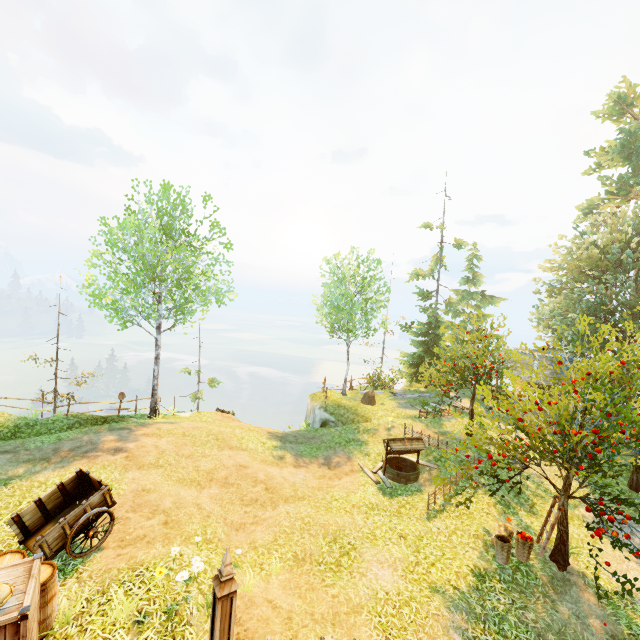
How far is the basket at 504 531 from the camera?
9.38m

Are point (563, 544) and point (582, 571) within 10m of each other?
yes

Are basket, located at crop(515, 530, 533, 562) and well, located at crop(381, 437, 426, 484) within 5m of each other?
yes

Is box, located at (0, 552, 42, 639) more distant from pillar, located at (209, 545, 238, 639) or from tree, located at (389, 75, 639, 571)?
tree, located at (389, 75, 639, 571)

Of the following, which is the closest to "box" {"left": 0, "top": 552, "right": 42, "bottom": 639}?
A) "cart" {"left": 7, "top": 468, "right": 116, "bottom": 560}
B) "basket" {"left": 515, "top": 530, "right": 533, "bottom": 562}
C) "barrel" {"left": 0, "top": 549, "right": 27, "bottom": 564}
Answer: "barrel" {"left": 0, "top": 549, "right": 27, "bottom": 564}

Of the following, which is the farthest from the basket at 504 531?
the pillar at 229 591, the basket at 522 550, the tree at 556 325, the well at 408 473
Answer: the pillar at 229 591

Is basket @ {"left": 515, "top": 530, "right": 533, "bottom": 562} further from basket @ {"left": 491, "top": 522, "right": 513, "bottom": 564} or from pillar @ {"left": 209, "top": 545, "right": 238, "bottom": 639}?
pillar @ {"left": 209, "top": 545, "right": 238, "bottom": 639}

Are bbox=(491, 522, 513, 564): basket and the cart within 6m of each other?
no
